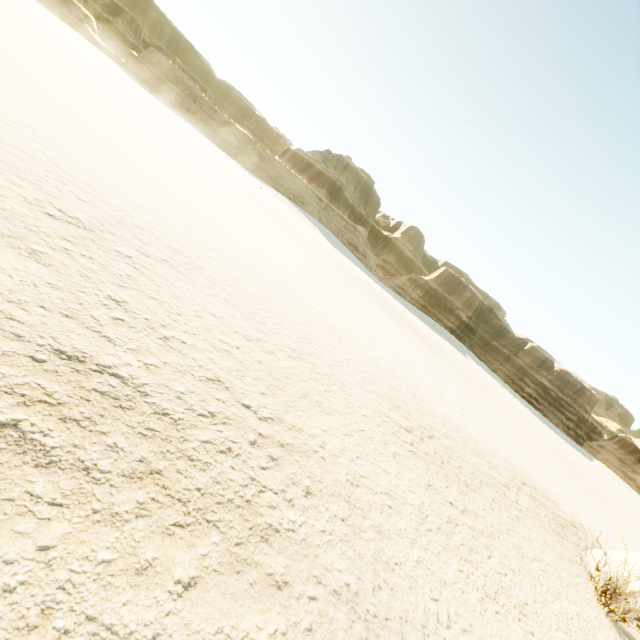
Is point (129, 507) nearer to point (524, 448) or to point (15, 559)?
point (15, 559)
